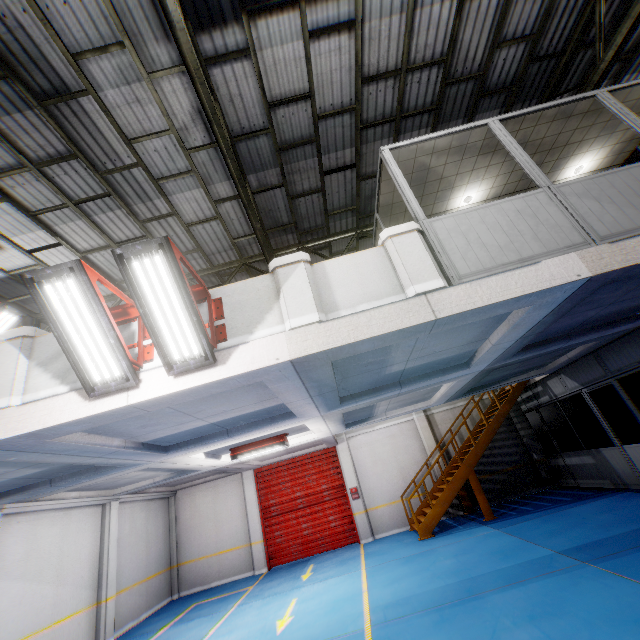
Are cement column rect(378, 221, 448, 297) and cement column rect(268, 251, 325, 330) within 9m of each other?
yes

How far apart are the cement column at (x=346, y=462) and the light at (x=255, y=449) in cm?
547

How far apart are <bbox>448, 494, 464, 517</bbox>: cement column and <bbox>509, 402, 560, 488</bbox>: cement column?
3.58m

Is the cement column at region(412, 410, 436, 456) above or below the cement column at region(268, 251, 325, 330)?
below

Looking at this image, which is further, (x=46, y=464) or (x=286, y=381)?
(x=46, y=464)

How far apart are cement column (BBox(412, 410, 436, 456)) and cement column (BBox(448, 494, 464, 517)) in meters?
0.4 m

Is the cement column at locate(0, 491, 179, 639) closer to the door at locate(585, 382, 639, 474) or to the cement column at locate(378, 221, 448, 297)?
the cement column at locate(378, 221, 448, 297)

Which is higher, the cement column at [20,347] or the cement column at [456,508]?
the cement column at [20,347]
